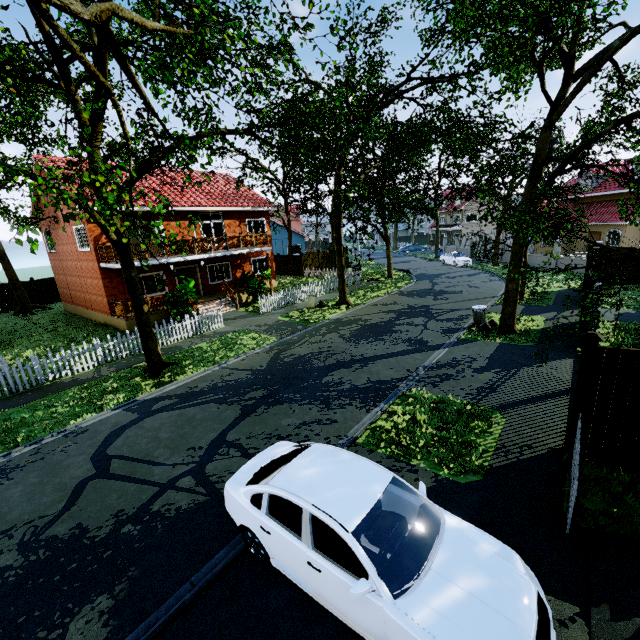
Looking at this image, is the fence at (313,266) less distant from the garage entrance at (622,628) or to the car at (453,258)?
the car at (453,258)

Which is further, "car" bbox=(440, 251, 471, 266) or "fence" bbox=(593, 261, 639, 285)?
"car" bbox=(440, 251, 471, 266)

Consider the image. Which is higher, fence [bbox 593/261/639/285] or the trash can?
fence [bbox 593/261/639/285]

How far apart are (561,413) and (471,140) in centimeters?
1148cm

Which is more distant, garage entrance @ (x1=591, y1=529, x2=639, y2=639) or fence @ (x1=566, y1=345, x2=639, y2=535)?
fence @ (x1=566, y1=345, x2=639, y2=535)

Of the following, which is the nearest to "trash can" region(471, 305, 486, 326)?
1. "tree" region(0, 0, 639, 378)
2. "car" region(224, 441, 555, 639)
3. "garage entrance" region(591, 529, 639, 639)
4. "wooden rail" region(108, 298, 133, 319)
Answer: "tree" region(0, 0, 639, 378)

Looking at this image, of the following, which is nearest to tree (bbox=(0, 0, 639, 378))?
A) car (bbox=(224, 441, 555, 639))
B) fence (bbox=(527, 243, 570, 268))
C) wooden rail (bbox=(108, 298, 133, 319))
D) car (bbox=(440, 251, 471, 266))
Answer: fence (bbox=(527, 243, 570, 268))

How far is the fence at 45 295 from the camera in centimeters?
2694cm
